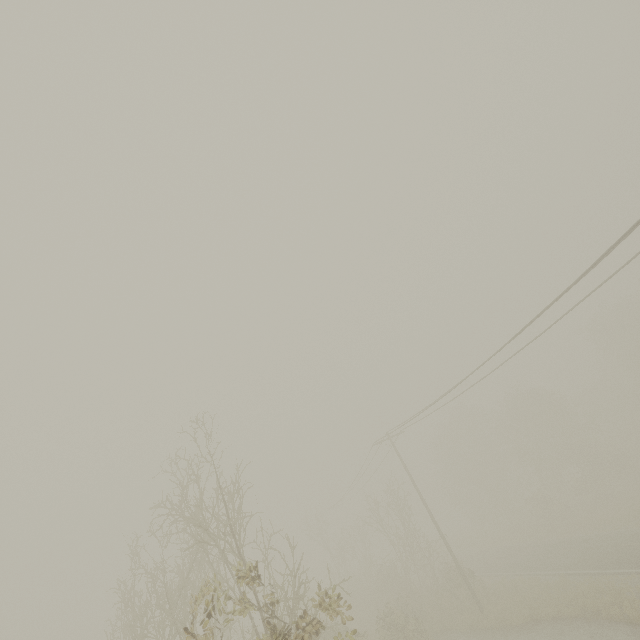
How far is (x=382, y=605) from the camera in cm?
2959
